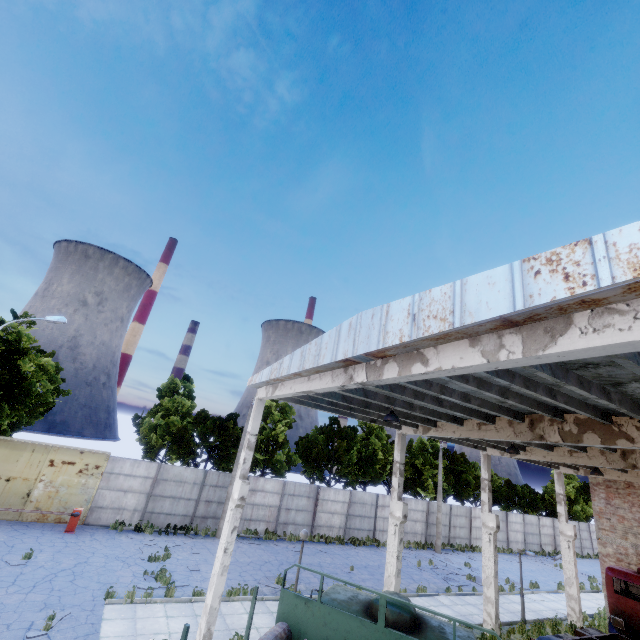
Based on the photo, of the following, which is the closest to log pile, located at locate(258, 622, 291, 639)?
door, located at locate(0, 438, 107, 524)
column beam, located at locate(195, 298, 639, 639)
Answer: column beam, located at locate(195, 298, 639, 639)

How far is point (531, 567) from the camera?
28.9 meters

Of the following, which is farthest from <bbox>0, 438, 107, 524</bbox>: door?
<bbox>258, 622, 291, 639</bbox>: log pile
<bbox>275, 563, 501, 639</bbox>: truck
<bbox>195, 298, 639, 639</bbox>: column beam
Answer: <bbox>258, 622, 291, 639</bbox>: log pile

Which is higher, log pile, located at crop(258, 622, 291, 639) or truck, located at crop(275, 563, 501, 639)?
truck, located at crop(275, 563, 501, 639)

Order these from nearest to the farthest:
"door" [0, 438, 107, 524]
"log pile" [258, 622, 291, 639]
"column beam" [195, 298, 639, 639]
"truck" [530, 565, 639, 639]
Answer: "column beam" [195, 298, 639, 639]
"log pile" [258, 622, 291, 639]
"truck" [530, 565, 639, 639]
"door" [0, 438, 107, 524]

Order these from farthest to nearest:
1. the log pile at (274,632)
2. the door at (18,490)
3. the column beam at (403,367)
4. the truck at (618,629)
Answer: the door at (18,490) < the truck at (618,629) < the log pile at (274,632) < the column beam at (403,367)

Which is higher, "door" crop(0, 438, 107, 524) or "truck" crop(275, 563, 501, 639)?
"truck" crop(275, 563, 501, 639)

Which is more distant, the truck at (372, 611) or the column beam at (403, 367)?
the truck at (372, 611)
